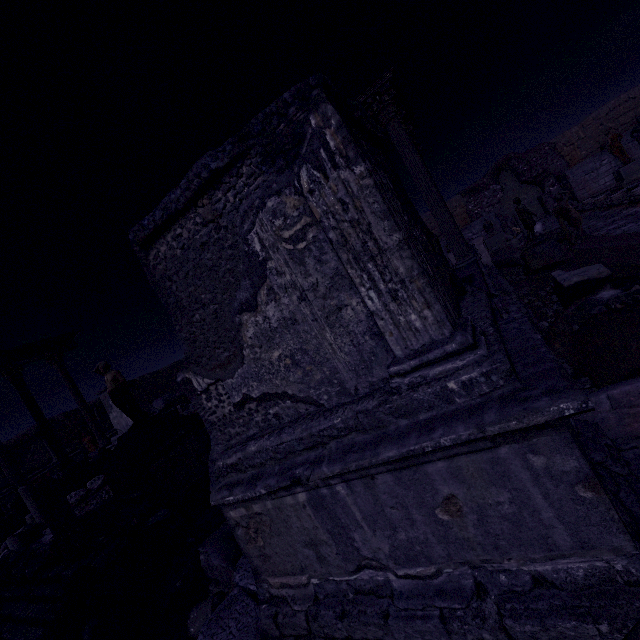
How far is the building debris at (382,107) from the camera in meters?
9.2

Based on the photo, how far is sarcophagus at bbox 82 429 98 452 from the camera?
23.42m

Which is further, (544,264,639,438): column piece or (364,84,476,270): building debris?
(364,84,476,270): building debris

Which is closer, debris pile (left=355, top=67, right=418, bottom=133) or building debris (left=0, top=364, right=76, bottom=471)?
debris pile (left=355, top=67, right=418, bottom=133)

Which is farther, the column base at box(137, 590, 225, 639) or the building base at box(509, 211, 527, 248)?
the building base at box(509, 211, 527, 248)

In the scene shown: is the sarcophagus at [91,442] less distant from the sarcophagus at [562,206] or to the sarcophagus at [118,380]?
the sarcophagus at [118,380]

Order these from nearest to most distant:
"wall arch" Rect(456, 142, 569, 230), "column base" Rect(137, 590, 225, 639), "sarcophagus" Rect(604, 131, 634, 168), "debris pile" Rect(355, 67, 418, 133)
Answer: "column base" Rect(137, 590, 225, 639) → "debris pile" Rect(355, 67, 418, 133) → "sarcophagus" Rect(604, 131, 634, 168) → "wall arch" Rect(456, 142, 569, 230)

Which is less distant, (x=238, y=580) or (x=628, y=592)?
(x=628, y=592)
